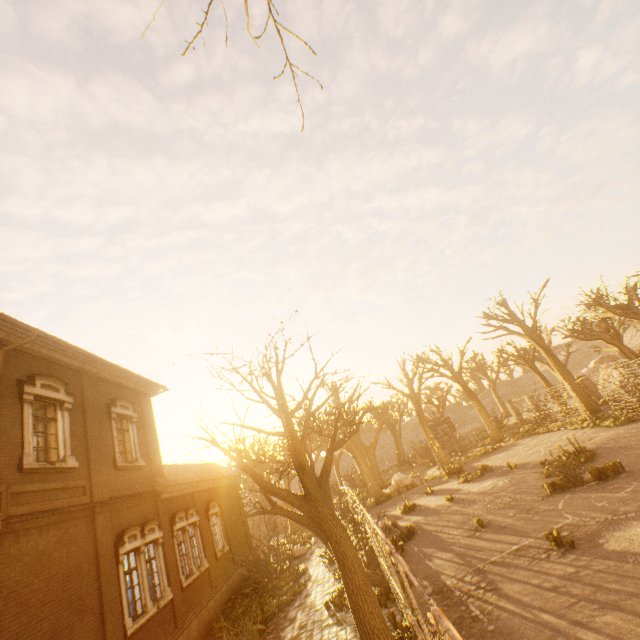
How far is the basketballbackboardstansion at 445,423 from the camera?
23.05m

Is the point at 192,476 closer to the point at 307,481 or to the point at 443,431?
the point at 307,481

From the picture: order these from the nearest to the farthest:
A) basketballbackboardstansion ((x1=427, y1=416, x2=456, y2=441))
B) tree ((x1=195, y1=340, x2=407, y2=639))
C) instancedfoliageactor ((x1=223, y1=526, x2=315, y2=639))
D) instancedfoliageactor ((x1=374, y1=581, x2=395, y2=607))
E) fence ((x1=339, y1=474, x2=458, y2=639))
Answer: fence ((x1=339, y1=474, x2=458, y2=639)) → tree ((x1=195, y1=340, x2=407, y2=639)) → instancedfoliageactor ((x1=374, y1=581, x2=395, y2=607)) → instancedfoliageactor ((x1=223, y1=526, x2=315, y2=639)) → basketballbackboardstansion ((x1=427, y1=416, x2=456, y2=441))

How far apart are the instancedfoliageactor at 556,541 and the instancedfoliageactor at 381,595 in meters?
5.1

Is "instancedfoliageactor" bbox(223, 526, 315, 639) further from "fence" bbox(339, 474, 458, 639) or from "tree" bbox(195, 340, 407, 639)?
"fence" bbox(339, 474, 458, 639)

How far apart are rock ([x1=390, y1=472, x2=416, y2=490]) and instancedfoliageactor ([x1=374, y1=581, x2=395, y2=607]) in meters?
19.2

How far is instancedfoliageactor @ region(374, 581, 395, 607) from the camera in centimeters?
955cm

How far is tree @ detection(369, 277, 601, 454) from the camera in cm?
2605
